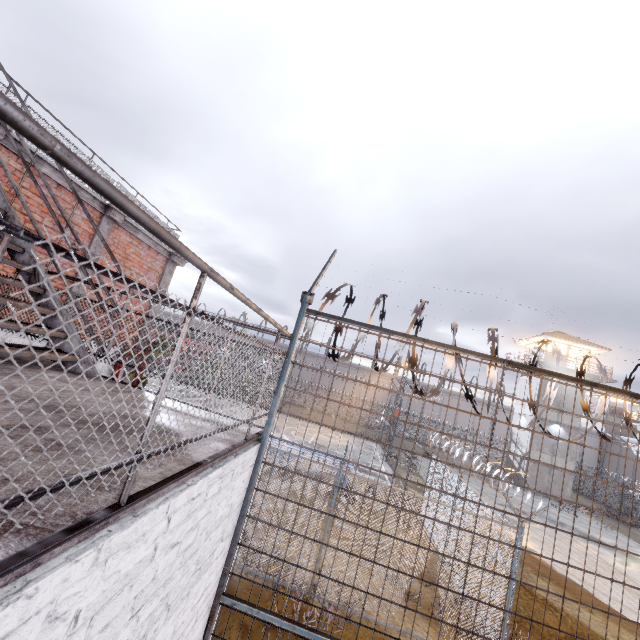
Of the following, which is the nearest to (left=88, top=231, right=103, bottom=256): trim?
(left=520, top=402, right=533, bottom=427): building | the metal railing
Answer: the metal railing

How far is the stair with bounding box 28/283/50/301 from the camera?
3.63m

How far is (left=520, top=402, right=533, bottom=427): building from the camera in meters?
31.3 m

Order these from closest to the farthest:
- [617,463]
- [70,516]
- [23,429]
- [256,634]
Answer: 1. [70,516]
2. [23,429]
3. [256,634]
4. [617,463]

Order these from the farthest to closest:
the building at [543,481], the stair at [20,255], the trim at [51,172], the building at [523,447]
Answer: the building at [523,447], the building at [543,481], the trim at [51,172], the stair at [20,255]

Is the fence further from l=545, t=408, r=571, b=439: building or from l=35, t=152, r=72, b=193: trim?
l=545, t=408, r=571, b=439: building

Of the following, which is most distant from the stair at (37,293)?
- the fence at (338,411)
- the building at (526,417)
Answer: the building at (526,417)

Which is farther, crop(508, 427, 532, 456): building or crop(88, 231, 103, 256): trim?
crop(508, 427, 532, 456): building
